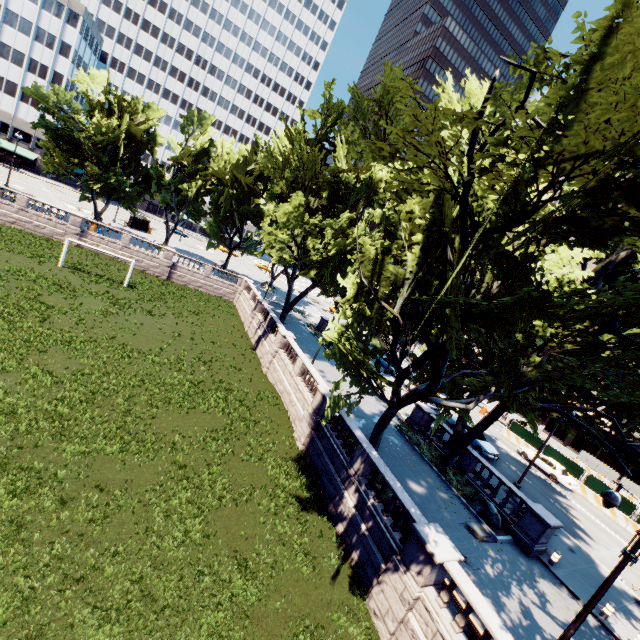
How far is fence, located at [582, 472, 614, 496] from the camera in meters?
28.9

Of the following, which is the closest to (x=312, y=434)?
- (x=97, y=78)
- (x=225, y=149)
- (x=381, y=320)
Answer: (x=381, y=320)

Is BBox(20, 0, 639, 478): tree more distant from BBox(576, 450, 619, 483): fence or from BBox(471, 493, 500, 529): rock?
BBox(576, 450, 619, 483): fence

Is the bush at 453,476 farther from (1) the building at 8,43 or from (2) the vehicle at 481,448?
(1) the building at 8,43

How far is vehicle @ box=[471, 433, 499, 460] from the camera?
27.5m

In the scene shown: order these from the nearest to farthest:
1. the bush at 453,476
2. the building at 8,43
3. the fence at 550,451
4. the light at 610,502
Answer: the light at 610,502 → the bush at 453,476 → the fence at 550,451 → the building at 8,43

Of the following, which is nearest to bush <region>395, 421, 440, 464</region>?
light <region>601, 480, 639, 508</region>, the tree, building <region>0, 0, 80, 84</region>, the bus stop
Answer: the tree

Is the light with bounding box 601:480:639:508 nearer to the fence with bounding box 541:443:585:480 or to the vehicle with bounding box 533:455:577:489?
the vehicle with bounding box 533:455:577:489
